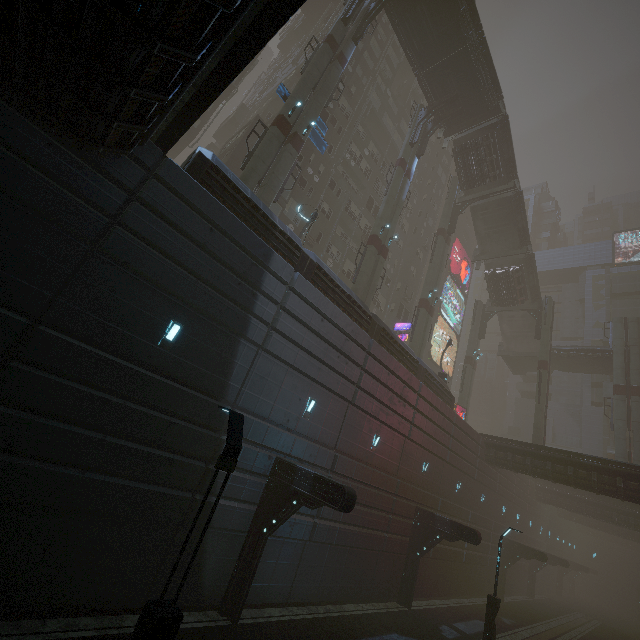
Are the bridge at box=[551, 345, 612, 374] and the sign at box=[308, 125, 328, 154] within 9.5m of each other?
no

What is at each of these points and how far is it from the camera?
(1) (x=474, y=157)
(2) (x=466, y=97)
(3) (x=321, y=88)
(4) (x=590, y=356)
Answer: (1) bridge, 31.0m
(2) bridge, 29.0m
(3) sm, 21.3m
(4) bridge, 37.5m

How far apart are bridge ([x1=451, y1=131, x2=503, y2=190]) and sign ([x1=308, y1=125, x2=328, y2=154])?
15.5m

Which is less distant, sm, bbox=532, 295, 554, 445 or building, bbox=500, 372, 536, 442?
sm, bbox=532, 295, 554, 445

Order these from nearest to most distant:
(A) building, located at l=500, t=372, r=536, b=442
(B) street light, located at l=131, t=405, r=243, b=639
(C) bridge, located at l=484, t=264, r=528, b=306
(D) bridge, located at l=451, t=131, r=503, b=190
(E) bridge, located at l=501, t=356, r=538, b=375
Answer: (B) street light, located at l=131, t=405, r=243, b=639, (D) bridge, located at l=451, t=131, r=503, b=190, (C) bridge, located at l=484, t=264, r=528, b=306, (E) bridge, located at l=501, t=356, r=538, b=375, (A) building, located at l=500, t=372, r=536, b=442

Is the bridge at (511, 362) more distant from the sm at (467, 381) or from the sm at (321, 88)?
the sm at (321, 88)

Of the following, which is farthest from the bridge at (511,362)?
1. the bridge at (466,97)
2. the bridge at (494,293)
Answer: the bridge at (466,97)

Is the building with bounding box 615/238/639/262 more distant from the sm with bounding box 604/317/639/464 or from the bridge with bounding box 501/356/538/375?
the sm with bounding box 604/317/639/464
